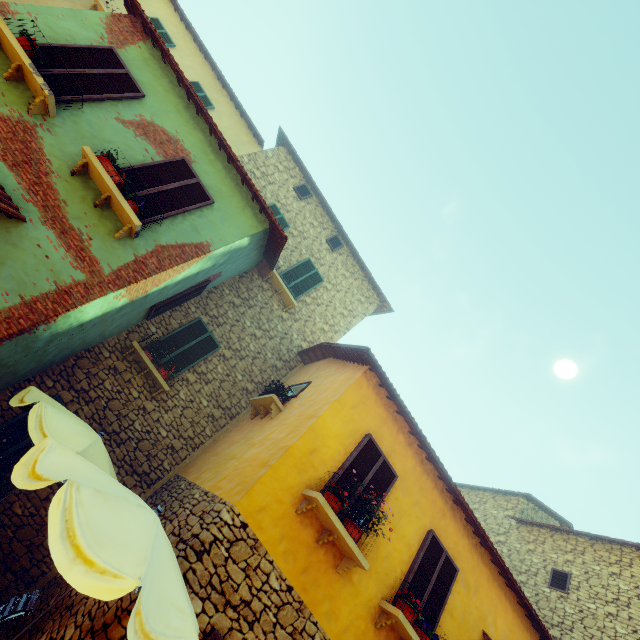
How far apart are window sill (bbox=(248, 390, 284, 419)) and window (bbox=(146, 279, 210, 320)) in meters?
3.3

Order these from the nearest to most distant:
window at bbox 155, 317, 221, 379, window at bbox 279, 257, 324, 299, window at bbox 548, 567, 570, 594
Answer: window at bbox 155, 317, 221, 379 → window at bbox 548, 567, 570, 594 → window at bbox 279, 257, 324, 299

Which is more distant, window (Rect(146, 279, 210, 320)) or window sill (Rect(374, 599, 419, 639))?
window (Rect(146, 279, 210, 320))

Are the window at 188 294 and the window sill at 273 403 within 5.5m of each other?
yes

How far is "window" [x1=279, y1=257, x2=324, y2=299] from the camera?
11.72m

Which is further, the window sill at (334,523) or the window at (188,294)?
the window at (188,294)

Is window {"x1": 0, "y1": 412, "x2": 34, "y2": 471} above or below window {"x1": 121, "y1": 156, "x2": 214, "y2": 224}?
below

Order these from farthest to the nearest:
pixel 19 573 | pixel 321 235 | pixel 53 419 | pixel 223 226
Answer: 1. pixel 321 235
2. pixel 223 226
3. pixel 19 573
4. pixel 53 419
